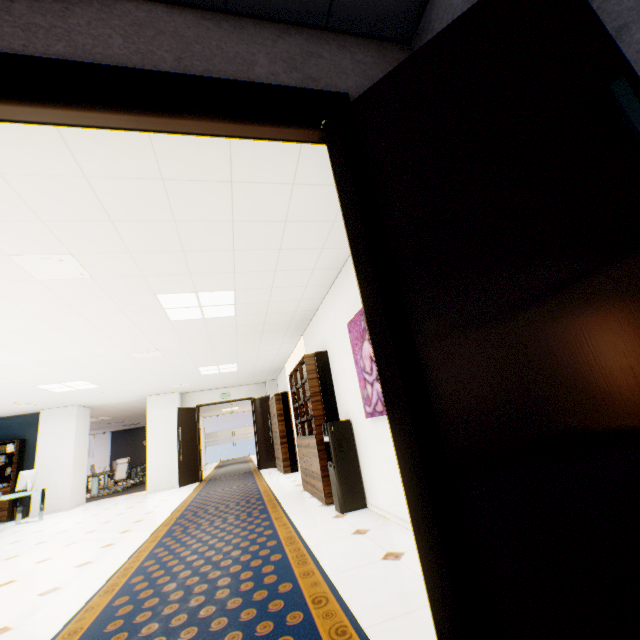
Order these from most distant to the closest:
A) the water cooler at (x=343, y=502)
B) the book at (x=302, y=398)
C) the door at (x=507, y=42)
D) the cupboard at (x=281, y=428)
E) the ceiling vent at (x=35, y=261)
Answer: the cupboard at (x=281, y=428)
the book at (x=302, y=398)
the water cooler at (x=343, y=502)
the ceiling vent at (x=35, y=261)
the door at (x=507, y=42)

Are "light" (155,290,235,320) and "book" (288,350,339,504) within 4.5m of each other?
yes

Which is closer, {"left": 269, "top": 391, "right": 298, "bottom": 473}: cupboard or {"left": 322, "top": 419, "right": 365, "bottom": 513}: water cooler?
{"left": 322, "top": 419, "right": 365, "bottom": 513}: water cooler

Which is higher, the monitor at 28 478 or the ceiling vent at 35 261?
the ceiling vent at 35 261

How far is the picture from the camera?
3.4m

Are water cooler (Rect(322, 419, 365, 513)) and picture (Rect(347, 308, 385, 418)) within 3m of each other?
yes

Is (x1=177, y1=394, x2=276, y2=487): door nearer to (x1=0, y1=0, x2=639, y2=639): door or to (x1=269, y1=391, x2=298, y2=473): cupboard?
(x1=269, y1=391, x2=298, y2=473): cupboard

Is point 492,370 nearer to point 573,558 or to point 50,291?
point 573,558
